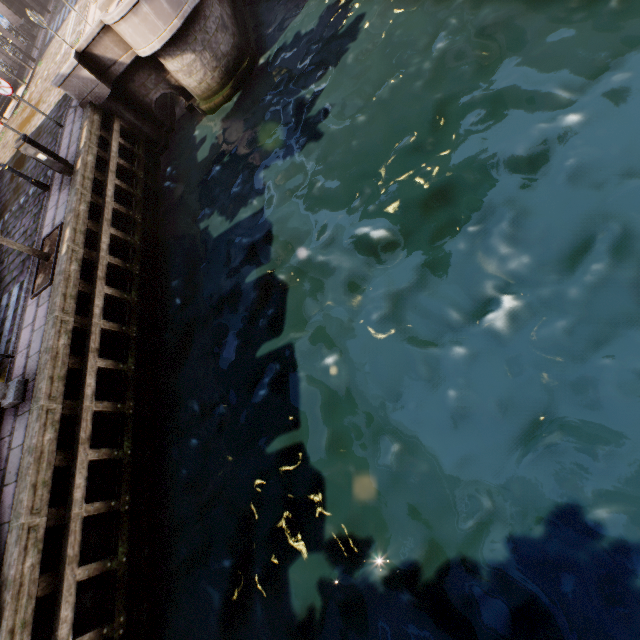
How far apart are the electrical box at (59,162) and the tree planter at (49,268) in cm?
187

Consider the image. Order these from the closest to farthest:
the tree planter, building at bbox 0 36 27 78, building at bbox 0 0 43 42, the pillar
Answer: the pillar → the tree planter → building at bbox 0 36 27 78 → building at bbox 0 0 43 42

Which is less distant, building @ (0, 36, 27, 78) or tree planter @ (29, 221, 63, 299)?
tree planter @ (29, 221, 63, 299)

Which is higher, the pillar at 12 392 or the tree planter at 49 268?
the pillar at 12 392

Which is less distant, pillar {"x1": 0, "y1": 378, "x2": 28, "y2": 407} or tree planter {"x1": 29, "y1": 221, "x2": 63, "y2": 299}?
pillar {"x1": 0, "y1": 378, "x2": 28, "y2": 407}

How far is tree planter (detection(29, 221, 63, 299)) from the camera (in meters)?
8.05

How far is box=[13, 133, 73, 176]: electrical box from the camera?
8.5m

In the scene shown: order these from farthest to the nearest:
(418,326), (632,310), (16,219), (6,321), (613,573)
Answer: (16,219)
(6,321)
(418,326)
(632,310)
(613,573)
